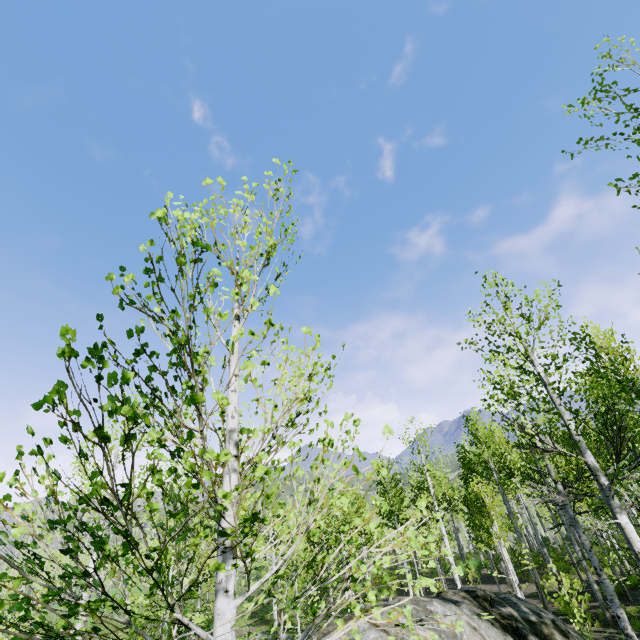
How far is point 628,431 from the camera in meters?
8.1
